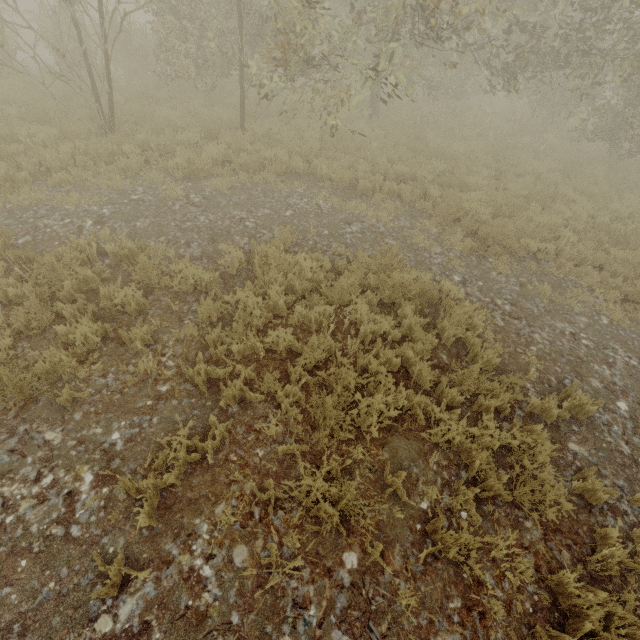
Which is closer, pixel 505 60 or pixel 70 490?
pixel 70 490
